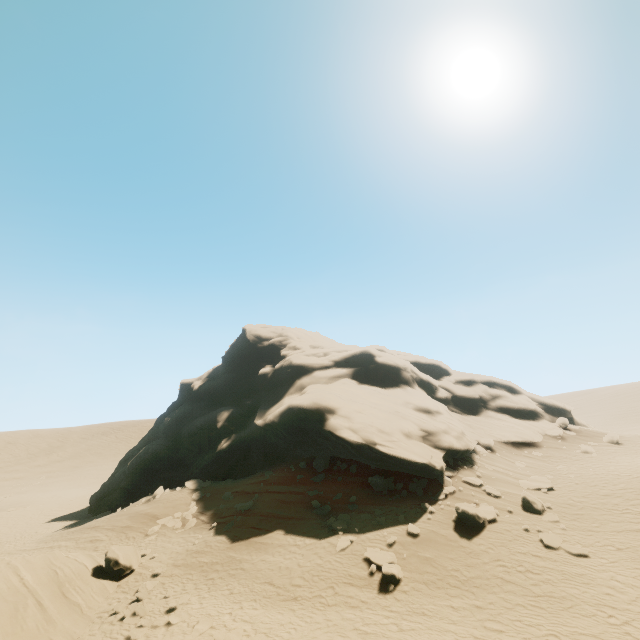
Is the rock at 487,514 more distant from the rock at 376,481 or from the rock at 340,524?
the rock at 340,524

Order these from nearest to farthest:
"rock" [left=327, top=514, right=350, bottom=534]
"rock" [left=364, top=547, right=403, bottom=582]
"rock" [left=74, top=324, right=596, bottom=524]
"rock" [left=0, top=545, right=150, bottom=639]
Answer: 1. "rock" [left=0, top=545, right=150, bottom=639]
2. "rock" [left=364, top=547, right=403, bottom=582]
3. "rock" [left=327, top=514, right=350, bottom=534]
4. "rock" [left=74, top=324, right=596, bottom=524]

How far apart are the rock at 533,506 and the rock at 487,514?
2.18m

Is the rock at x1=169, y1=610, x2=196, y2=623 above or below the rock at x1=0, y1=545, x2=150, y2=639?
above

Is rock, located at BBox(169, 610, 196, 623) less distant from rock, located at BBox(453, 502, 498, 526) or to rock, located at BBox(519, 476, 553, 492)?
rock, located at BBox(453, 502, 498, 526)

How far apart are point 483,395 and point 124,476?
39.9m

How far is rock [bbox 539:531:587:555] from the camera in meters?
13.5 m

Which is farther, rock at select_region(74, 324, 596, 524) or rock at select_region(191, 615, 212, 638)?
rock at select_region(74, 324, 596, 524)
